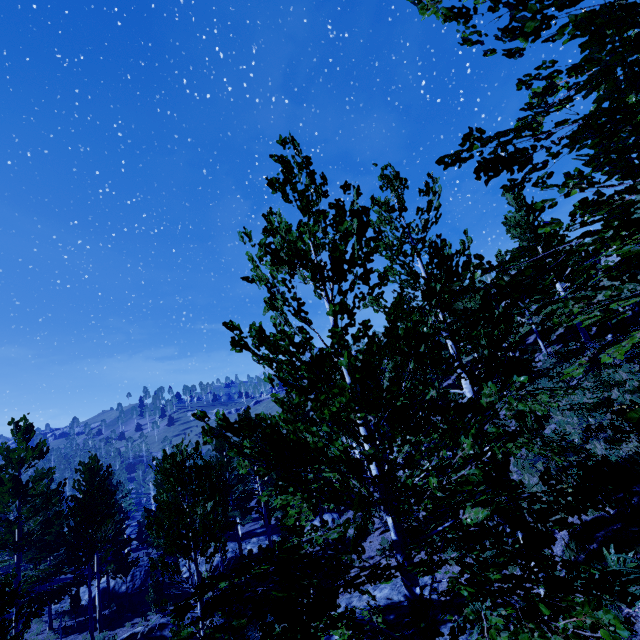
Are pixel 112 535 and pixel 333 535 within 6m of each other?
no

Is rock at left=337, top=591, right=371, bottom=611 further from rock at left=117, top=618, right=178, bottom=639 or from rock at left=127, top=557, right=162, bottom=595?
rock at left=127, top=557, right=162, bottom=595

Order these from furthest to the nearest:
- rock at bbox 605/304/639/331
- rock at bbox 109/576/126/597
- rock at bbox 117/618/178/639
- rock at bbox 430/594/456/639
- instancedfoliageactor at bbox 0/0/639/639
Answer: rock at bbox 109/576/126/597 < rock at bbox 605/304/639/331 < rock at bbox 117/618/178/639 < rock at bbox 430/594/456/639 < instancedfoliageactor at bbox 0/0/639/639

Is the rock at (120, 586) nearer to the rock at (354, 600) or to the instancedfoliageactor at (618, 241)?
the instancedfoliageactor at (618, 241)

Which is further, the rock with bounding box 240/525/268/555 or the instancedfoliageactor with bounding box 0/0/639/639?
the rock with bounding box 240/525/268/555

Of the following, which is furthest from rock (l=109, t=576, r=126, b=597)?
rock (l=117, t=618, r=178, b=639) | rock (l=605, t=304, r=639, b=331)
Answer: rock (l=605, t=304, r=639, b=331)

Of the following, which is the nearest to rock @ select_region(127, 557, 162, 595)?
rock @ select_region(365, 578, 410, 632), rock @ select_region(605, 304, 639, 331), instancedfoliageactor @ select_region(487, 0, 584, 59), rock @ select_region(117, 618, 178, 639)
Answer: instancedfoliageactor @ select_region(487, 0, 584, 59)

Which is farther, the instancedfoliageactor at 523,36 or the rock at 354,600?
the rock at 354,600
